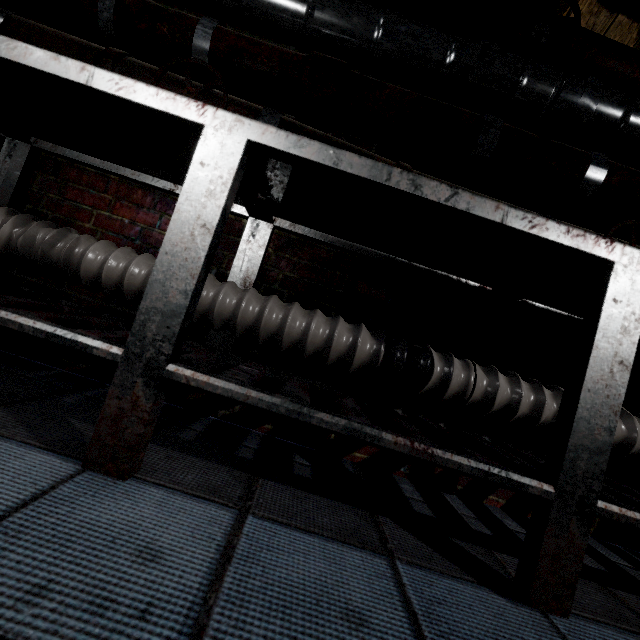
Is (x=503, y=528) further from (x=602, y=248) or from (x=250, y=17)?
(x=250, y=17)

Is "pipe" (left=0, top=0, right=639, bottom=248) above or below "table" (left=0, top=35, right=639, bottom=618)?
above

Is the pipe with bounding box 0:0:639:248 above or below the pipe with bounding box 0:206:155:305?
above

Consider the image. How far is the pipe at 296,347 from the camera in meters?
1.1 m

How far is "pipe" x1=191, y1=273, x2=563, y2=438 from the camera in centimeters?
107cm

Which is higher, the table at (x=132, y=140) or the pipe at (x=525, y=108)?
the pipe at (x=525, y=108)
